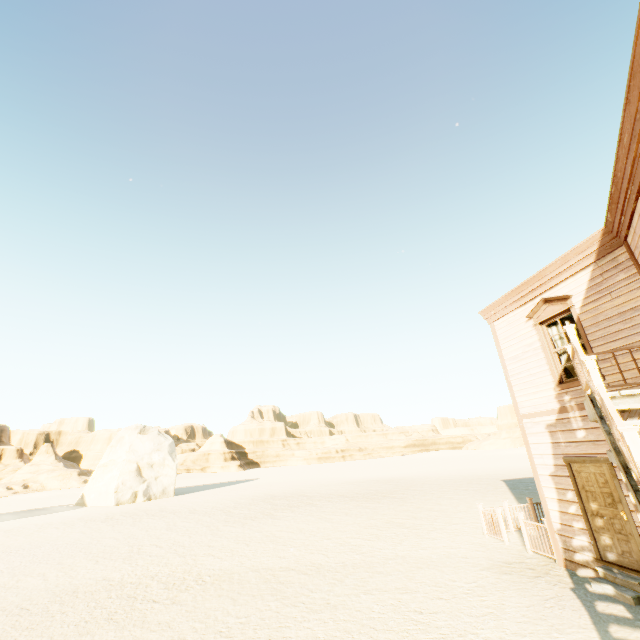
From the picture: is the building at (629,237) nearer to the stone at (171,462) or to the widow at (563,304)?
the widow at (563,304)

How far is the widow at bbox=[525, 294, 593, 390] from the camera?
7.6m

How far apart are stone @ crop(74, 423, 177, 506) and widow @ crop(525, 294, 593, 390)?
33.8 meters

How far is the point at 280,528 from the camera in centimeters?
1456cm

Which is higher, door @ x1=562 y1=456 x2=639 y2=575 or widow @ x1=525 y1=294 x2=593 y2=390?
widow @ x1=525 y1=294 x2=593 y2=390

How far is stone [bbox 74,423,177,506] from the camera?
28.8m

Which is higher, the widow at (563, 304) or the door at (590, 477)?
the widow at (563, 304)

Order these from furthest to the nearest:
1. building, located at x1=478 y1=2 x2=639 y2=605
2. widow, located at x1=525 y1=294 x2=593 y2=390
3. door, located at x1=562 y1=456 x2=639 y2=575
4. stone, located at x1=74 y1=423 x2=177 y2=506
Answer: stone, located at x1=74 y1=423 x2=177 y2=506 → widow, located at x1=525 y1=294 x2=593 y2=390 → door, located at x1=562 y1=456 x2=639 y2=575 → building, located at x1=478 y1=2 x2=639 y2=605
